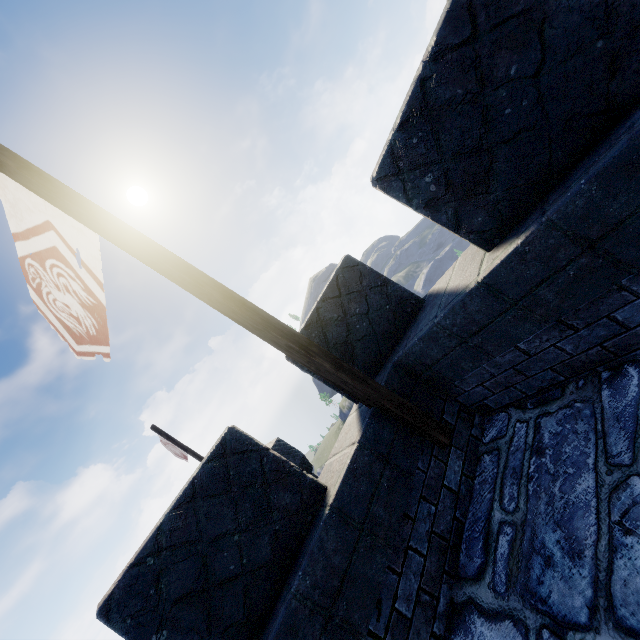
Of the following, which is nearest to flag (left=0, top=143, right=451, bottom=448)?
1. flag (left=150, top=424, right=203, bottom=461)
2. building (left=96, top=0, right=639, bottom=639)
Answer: building (left=96, top=0, right=639, bottom=639)

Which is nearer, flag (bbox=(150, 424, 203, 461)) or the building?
the building

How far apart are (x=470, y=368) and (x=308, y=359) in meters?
1.4

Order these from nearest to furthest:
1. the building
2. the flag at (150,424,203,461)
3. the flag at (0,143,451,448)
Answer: the building < the flag at (0,143,451,448) < the flag at (150,424,203,461)

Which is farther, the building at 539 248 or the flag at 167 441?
the flag at 167 441

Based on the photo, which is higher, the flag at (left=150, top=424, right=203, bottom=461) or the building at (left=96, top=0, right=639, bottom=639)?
the flag at (left=150, top=424, right=203, bottom=461)

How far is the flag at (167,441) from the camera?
12.0m

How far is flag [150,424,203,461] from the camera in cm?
1204
